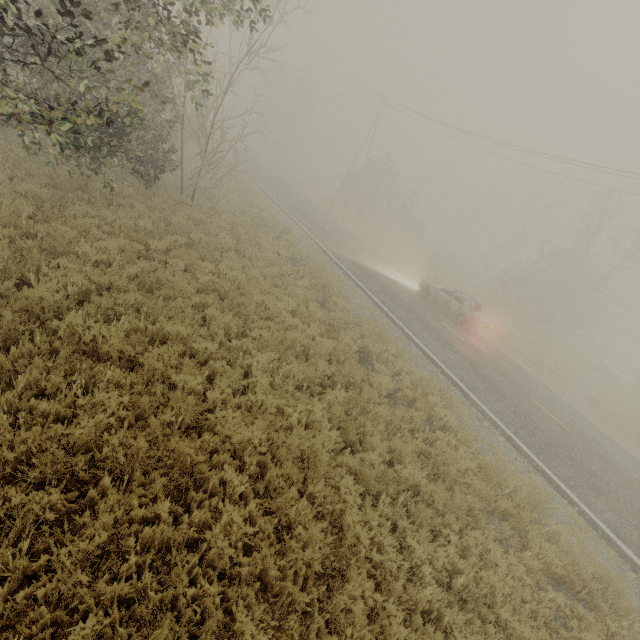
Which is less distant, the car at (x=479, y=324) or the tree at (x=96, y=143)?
the tree at (x=96, y=143)

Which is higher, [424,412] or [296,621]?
[424,412]

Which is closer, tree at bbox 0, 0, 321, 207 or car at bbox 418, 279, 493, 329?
tree at bbox 0, 0, 321, 207

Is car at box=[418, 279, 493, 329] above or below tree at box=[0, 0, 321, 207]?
below

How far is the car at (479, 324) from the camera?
16.2 meters

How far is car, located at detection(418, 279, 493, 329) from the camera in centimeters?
1625cm
